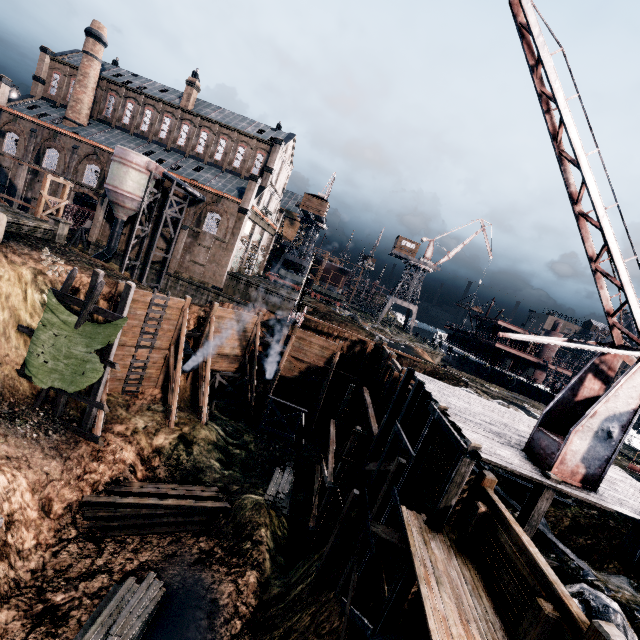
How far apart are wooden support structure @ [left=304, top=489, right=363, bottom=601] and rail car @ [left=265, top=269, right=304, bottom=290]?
44.81m

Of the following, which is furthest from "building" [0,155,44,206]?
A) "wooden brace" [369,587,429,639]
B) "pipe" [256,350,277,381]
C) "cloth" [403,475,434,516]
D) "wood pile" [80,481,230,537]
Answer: "cloth" [403,475,434,516]

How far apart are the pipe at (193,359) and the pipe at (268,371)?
5.8 meters

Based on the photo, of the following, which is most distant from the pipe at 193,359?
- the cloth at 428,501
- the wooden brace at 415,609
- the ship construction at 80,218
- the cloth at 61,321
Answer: the ship construction at 80,218

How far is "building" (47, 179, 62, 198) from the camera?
43.7 meters

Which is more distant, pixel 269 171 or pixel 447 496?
pixel 269 171

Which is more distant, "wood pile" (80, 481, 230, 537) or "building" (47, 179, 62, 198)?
"building" (47, 179, 62, 198)

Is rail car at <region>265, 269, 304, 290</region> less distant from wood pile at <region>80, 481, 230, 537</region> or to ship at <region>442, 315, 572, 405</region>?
ship at <region>442, 315, 572, 405</region>
